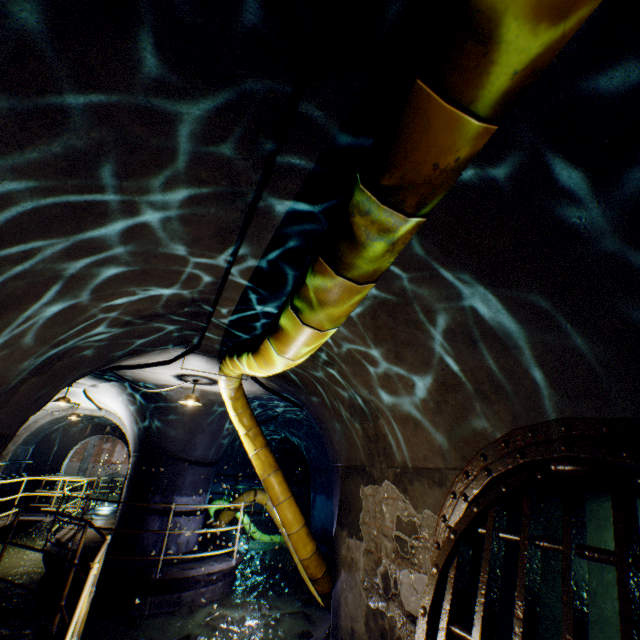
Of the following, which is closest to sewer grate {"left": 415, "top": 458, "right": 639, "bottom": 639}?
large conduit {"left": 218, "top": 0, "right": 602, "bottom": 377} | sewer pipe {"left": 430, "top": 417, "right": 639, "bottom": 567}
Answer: sewer pipe {"left": 430, "top": 417, "right": 639, "bottom": 567}

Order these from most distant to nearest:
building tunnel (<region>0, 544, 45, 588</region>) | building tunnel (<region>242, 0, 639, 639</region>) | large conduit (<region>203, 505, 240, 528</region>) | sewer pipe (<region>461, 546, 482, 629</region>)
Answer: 1. large conduit (<region>203, 505, 240, 528</region>)
2. building tunnel (<region>0, 544, 45, 588</region>)
3. sewer pipe (<region>461, 546, 482, 629</region>)
4. building tunnel (<region>242, 0, 639, 639</region>)

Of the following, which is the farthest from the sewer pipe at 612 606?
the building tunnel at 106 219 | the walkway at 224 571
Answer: the walkway at 224 571

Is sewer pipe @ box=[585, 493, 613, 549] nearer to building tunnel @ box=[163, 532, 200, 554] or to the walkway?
building tunnel @ box=[163, 532, 200, 554]

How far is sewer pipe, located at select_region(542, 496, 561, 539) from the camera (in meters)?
3.24

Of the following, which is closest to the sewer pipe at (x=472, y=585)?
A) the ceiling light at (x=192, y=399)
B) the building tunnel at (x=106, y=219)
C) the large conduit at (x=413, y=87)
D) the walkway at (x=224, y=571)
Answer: the building tunnel at (x=106, y=219)

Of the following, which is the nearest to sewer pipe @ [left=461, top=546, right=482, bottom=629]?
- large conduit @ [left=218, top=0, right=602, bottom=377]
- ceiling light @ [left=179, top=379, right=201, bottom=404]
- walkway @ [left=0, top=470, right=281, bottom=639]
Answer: walkway @ [left=0, top=470, right=281, bottom=639]

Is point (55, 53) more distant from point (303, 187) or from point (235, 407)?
point (235, 407)
